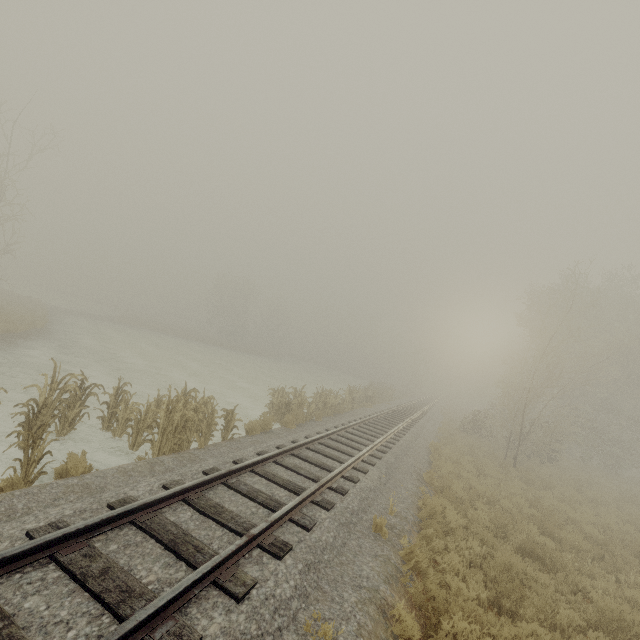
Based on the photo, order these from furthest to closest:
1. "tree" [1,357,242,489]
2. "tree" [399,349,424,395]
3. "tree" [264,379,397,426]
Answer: "tree" [399,349,424,395] → "tree" [264,379,397,426] → "tree" [1,357,242,489]

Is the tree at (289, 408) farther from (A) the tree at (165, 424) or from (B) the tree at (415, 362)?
(B) the tree at (415, 362)

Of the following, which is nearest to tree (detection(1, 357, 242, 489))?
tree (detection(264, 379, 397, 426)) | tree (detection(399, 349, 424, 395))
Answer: tree (detection(264, 379, 397, 426))

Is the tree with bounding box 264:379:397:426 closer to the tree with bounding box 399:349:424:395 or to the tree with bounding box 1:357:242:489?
the tree with bounding box 1:357:242:489

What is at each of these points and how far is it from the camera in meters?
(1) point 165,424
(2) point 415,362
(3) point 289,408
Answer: (1) tree, 8.2 m
(2) tree, 53.7 m
(3) tree, 15.1 m

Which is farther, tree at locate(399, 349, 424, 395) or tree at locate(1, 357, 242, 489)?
tree at locate(399, 349, 424, 395)

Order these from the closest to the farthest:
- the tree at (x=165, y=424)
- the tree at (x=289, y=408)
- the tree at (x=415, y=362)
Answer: the tree at (x=165, y=424)
the tree at (x=289, y=408)
the tree at (x=415, y=362)
